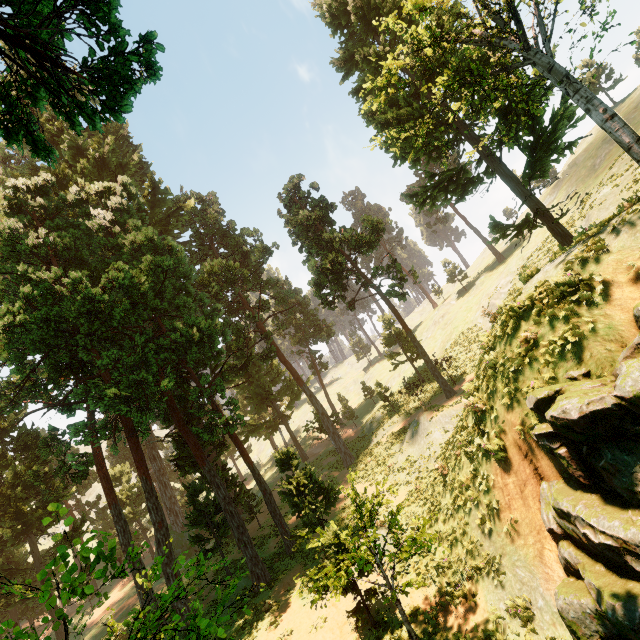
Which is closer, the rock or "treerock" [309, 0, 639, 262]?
the rock

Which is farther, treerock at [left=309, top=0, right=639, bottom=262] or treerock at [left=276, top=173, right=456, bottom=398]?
treerock at [left=276, top=173, right=456, bottom=398]

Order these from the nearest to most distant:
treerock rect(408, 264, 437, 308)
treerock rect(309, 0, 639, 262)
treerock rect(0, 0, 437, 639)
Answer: treerock rect(0, 0, 437, 639)
treerock rect(309, 0, 639, 262)
treerock rect(408, 264, 437, 308)

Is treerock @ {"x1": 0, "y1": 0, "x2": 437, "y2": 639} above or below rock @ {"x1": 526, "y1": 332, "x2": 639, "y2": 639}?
above

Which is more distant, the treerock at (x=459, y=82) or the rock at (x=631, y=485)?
the treerock at (x=459, y=82)

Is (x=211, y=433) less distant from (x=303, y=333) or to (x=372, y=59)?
(x=372, y=59)
